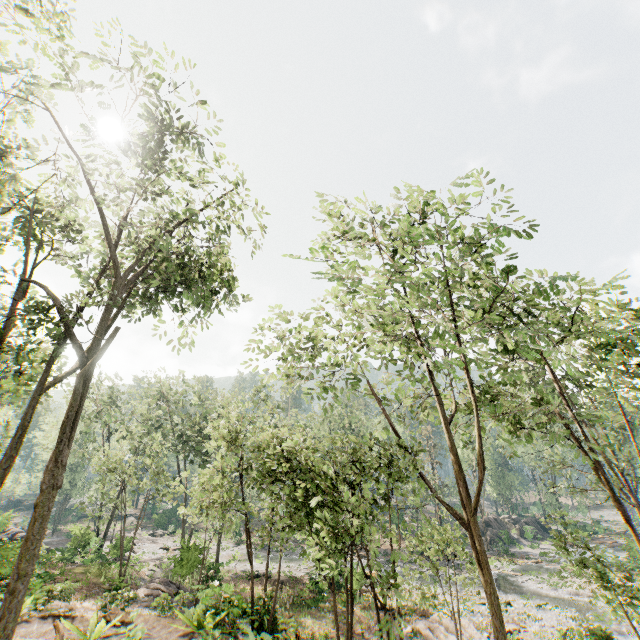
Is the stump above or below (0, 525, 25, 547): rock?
below

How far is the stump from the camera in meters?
25.7

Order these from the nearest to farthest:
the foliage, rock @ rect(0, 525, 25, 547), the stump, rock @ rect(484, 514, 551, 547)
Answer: the foliage < rock @ rect(0, 525, 25, 547) < the stump < rock @ rect(484, 514, 551, 547)

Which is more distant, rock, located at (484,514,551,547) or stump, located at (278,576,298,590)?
rock, located at (484,514,551,547)

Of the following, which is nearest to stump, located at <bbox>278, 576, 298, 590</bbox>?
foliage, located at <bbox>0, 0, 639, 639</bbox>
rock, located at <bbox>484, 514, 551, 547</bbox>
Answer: foliage, located at <bbox>0, 0, 639, 639</bbox>

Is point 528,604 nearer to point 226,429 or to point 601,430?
point 601,430

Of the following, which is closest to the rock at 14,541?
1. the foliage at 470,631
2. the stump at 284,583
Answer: the foliage at 470,631

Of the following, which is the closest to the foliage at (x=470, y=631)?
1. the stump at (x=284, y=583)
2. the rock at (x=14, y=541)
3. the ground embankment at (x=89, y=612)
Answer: the rock at (x=14, y=541)
